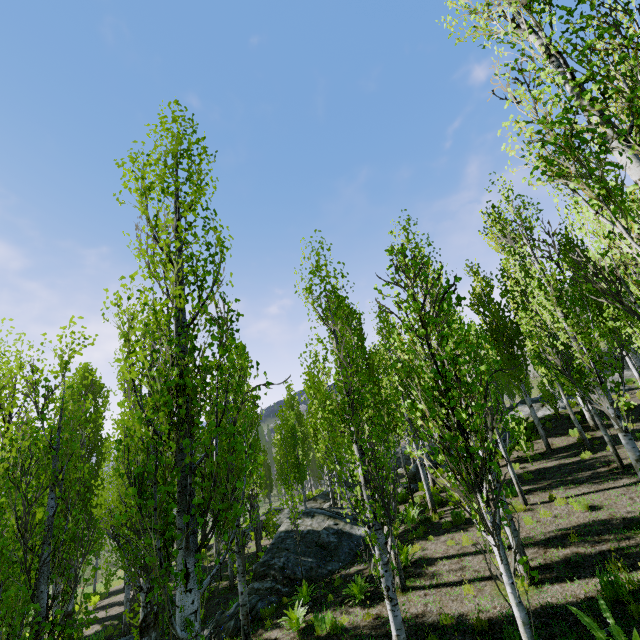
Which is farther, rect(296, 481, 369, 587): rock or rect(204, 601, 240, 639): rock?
rect(296, 481, 369, 587): rock

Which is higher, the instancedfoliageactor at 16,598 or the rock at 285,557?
the instancedfoliageactor at 16,598

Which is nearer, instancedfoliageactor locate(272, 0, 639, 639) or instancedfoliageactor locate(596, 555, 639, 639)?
instancedfoliageactor locate(272, 0, 639, 639)

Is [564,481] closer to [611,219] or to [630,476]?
[630,476]

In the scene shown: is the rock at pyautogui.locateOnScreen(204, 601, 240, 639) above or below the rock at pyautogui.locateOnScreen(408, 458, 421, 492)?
below

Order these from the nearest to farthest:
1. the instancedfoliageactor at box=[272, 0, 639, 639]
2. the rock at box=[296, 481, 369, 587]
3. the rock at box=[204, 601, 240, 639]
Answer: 1. the instancedfoliageactor at box=[272, 0, 639, 639]
2. the rock at box=[204, 601, 240, 639]
3. the rock at box=[296, 481, 369, 587]

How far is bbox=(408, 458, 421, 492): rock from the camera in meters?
18.2

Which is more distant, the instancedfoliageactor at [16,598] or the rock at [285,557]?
the rock at [285,557]
